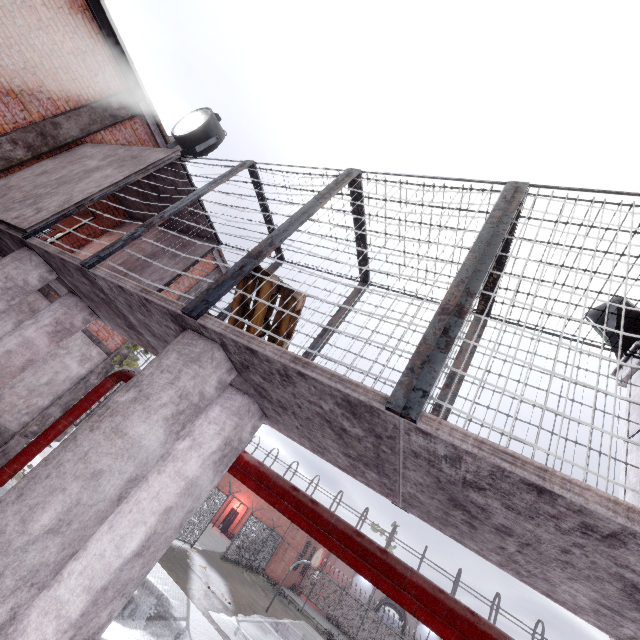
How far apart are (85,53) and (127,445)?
10.1m

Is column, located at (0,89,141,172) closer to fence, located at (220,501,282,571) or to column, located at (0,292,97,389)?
column, located at (0,292,97,389)

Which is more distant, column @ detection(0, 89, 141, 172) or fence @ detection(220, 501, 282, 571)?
fence @ detection(220, 501, 282, 571)

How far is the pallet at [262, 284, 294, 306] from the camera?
3.24m

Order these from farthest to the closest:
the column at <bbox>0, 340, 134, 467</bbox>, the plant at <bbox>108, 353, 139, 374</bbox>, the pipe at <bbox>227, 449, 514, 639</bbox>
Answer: the plant at <bbox>108, 353, 139, 374</bbox> < the column at <bbox>0, 340, 134, 467</bbox> < the pipe at <bbox>227, 449, 514, 639</bbox>

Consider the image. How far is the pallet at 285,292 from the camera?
3.24m

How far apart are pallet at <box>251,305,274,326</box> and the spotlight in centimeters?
448cm

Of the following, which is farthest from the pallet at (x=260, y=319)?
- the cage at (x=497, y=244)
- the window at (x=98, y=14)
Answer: the window at (x=98, y=14)
